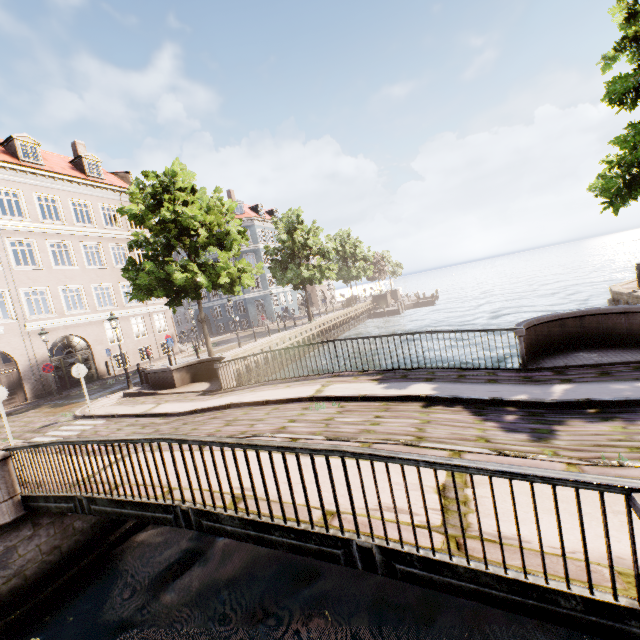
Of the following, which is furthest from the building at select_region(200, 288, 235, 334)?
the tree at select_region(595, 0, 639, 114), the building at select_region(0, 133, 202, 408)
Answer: the building at select_region(0, 133, 202, 408)

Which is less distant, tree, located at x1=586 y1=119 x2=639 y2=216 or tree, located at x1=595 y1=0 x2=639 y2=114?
tree, located at x1=595 y1=0 x2=639 y2=114

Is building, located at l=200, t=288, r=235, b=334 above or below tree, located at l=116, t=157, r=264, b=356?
below

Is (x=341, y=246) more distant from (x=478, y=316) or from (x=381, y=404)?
(x=381, y=404)

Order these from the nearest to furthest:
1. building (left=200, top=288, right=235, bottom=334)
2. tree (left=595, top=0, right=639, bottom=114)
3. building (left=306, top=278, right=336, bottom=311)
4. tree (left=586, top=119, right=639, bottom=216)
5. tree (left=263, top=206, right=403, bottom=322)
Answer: tree (left=595, top=0, right=639, bottom=114)
tree (left=586, top=119, right=639, bottom=216)
tree (left=263, top=206, right=403, bottom=322)
building (left=200, top=288, right=235, bottom=334)
building (left=306, top=278, right=336, bottom=311)

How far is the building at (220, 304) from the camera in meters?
42.7 m

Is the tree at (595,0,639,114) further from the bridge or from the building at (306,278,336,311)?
the building at (306,278,336,311)

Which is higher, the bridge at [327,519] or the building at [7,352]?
the building at [7,352]
